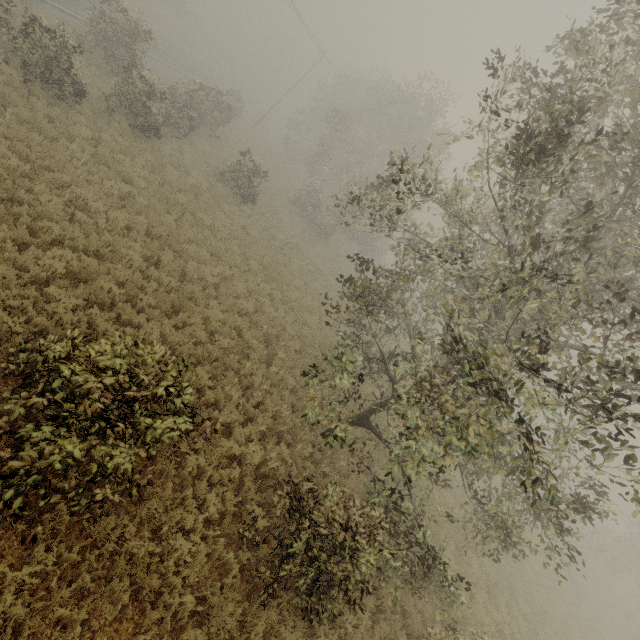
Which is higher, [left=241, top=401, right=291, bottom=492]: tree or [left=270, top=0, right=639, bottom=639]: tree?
[left=270, top=0, right=639, bottom=639]: tree

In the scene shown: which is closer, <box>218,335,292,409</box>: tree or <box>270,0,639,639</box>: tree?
<box>270,0,639,639</box>: tree

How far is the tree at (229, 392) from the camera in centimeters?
923cm

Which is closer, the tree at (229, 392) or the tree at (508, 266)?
the tree at (508, 266)

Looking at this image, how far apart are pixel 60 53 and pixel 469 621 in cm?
2420

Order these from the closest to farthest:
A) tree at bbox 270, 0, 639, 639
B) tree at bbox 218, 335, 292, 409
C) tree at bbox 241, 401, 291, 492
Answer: tree at bbox 270, 0, 639, 639
tree at bbox 241, 401, 291, 492
tree at bbox 218, 335, 292, 409
